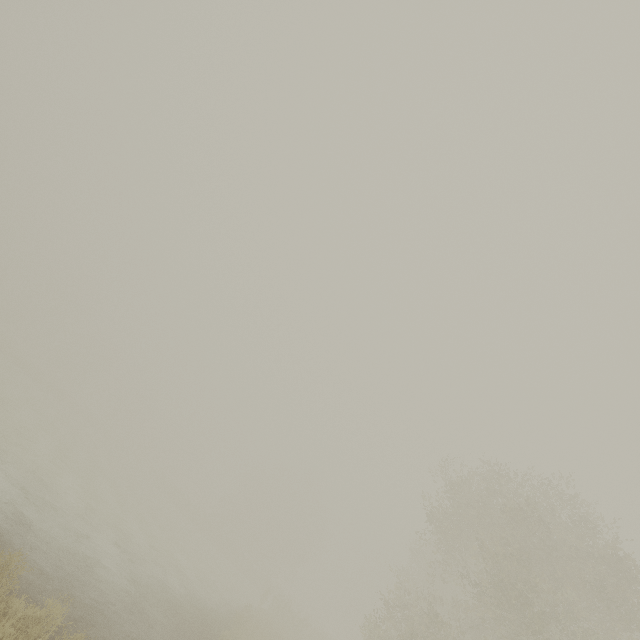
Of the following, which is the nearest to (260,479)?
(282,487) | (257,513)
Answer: (282,487)
